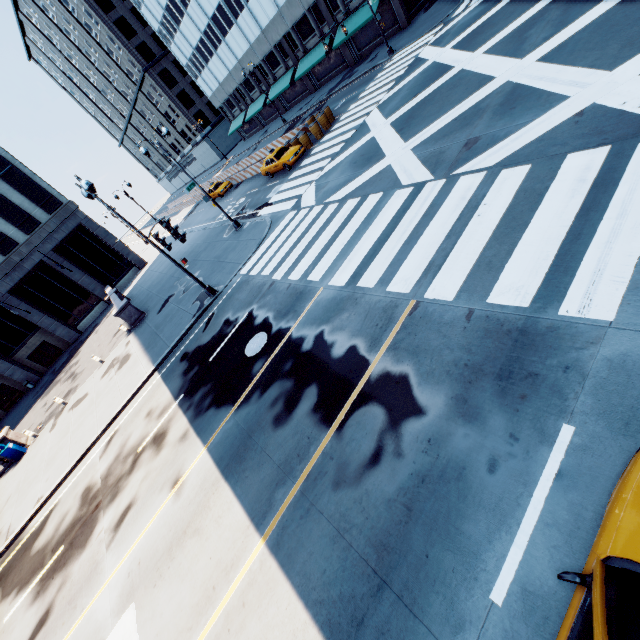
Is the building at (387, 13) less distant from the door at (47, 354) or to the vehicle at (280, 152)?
the vehicle at (280, 152)

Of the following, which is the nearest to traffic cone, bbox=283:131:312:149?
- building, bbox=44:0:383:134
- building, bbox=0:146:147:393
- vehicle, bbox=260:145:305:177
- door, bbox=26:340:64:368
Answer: vehicle, bbox=260:145:305:177

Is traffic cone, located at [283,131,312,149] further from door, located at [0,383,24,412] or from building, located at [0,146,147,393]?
door, located at [0,383,24,412]

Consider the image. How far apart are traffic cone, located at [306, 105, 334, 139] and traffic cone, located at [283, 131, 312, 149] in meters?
1.4

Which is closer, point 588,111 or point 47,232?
point 588,111

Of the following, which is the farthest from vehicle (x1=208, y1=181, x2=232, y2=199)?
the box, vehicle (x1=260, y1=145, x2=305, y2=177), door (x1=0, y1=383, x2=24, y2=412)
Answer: door (x1=0, y1=383, x2=24, y2=412)

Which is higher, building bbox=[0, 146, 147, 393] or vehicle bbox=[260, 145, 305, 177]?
building bbox=[0, 146, 147, 393]

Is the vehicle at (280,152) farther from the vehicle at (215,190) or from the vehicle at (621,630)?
the vehicle at (621,630)
